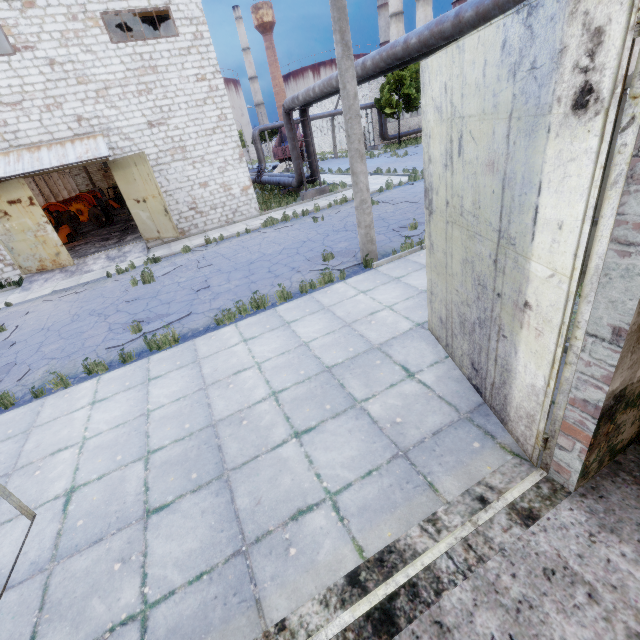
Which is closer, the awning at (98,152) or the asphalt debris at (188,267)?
the asphalt debris at (188,267)

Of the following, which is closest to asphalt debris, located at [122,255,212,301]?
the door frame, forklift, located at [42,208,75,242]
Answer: the door frame

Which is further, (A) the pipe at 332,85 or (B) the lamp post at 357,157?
(A) the pipe at 332,85

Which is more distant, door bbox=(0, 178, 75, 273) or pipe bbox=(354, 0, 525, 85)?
door bbox=(0, 178, 75, 273)

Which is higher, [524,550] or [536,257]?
[536,257]

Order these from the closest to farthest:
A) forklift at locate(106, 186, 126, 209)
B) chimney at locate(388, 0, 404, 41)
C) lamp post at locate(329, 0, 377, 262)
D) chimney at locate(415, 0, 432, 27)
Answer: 1. lamp post at locate(329, 0, 377, 262)
2. forklift at locate(106, 186, 126, 209)
3. chimney at locate(415, 0, 432, 27)
4. chimney at locate(388, 0, 404, 41)

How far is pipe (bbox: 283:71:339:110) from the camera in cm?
1282

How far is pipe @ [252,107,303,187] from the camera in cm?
1830
